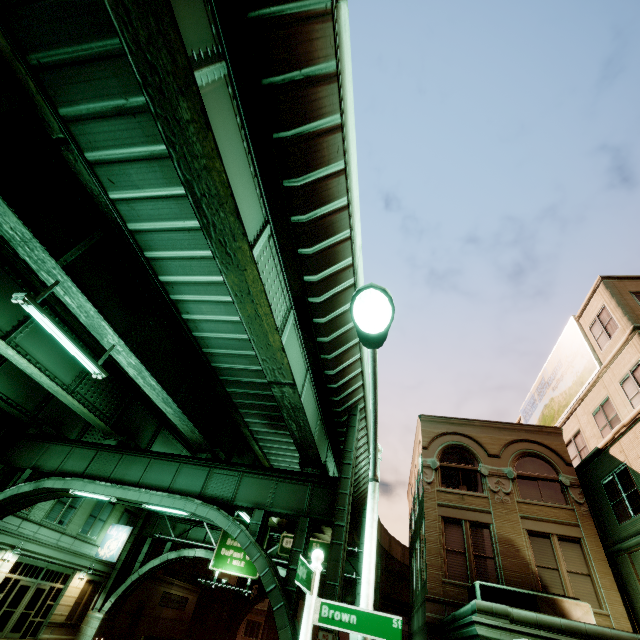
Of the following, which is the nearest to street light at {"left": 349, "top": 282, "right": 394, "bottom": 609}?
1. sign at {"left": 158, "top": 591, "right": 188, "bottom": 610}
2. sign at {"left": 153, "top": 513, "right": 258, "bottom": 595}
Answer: sign at {"left": 153, "top": 513, "right": 258, "bottom": 595}

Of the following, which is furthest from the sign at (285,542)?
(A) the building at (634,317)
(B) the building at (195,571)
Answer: (B) the building at (195,571)

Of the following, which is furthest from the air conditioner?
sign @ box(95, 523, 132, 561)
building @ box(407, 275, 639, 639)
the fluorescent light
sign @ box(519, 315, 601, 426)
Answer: sign @ box(95, 523, 132, 561)

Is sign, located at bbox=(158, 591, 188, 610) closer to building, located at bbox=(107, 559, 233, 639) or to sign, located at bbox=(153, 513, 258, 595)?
building, located at bbox=(107, 559, 233, 639)

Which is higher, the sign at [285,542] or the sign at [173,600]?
the sign at [285,542]

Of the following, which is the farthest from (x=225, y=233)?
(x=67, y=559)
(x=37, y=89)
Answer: (x=67, y=559)

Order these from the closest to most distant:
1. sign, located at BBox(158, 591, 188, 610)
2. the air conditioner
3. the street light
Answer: the street light, the air conditioner, sign, located at BBox(158, 591, 188, 610)

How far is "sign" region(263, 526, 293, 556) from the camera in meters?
25.6 m
